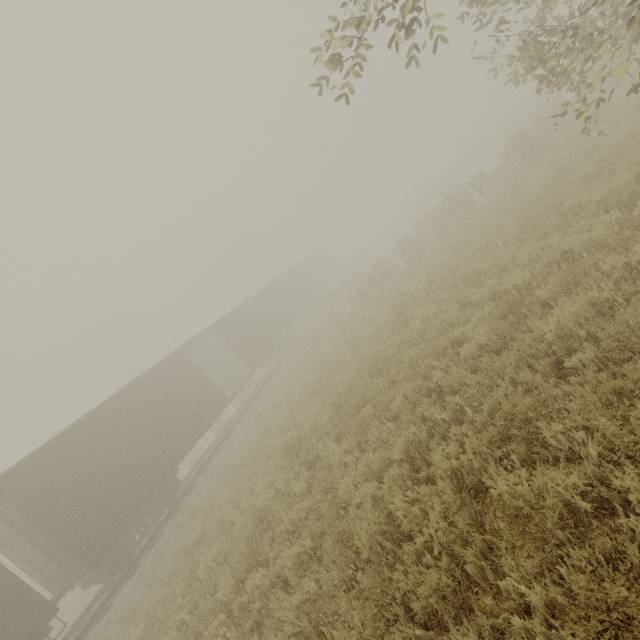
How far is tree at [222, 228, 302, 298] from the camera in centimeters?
4434cm

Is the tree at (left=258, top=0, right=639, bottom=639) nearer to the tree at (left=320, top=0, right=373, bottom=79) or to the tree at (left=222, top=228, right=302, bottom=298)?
the tree at (left=320, top=0, right=373, bottom=79)

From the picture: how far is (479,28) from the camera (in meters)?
6.97

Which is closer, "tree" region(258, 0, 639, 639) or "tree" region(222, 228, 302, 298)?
"tree" region(258, 0, 639, 639)

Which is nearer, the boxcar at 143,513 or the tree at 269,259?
the boxcar at 143,513

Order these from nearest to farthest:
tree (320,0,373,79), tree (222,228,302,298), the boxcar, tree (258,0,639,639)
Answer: tree (258,0,639,639) → tree (320,0,373,79) → the boxcar → tree (222,228,302,298)

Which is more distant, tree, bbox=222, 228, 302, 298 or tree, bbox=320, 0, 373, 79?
tree, bbox=222, 228, 302, 298

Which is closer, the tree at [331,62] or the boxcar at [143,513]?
the tree at [331,62]
